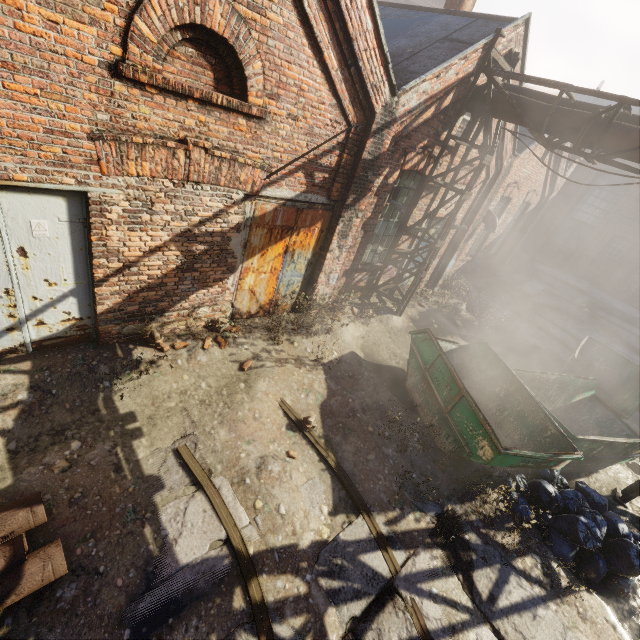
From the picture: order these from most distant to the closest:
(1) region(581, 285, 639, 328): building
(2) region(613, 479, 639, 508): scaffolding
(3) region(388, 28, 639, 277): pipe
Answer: (1) region(581, 285, 639, 328): building < (2) region(613, 479, 639, 508): scaffolding < (3) region(388, 28, 639, 277): pipe

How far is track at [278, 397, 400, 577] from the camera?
4.39m

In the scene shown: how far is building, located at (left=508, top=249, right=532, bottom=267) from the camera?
20.8 meters

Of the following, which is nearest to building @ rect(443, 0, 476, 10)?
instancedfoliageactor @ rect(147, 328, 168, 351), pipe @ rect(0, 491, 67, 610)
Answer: instancedfoliageactor @ rect(147, 328, 168, 351)

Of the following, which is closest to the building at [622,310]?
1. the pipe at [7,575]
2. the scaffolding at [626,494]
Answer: the scaffolding at [626,494]

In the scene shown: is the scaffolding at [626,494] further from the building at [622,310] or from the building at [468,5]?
the building at [622,310]

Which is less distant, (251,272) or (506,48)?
(251,272)

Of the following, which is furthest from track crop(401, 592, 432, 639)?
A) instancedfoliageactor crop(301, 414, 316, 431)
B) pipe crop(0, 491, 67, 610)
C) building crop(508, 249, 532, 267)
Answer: instancedfoliageactor crop(301, 414, 316, 431)
